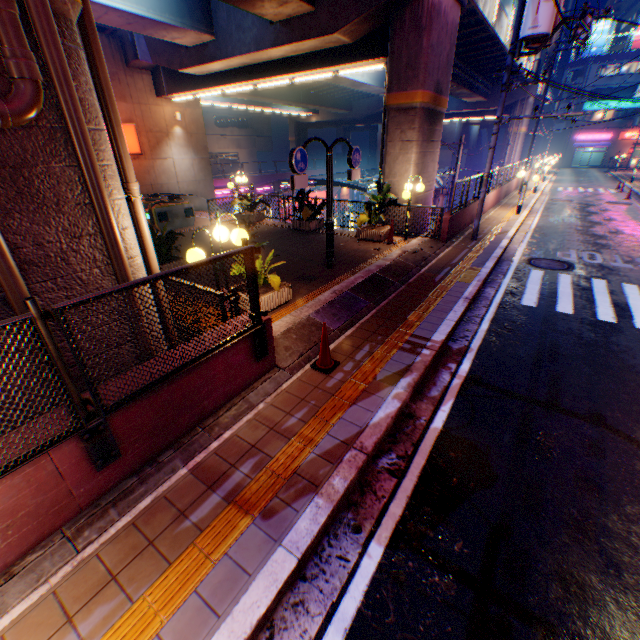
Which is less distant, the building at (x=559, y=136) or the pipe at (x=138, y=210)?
the pipe at (x=138, y=210)

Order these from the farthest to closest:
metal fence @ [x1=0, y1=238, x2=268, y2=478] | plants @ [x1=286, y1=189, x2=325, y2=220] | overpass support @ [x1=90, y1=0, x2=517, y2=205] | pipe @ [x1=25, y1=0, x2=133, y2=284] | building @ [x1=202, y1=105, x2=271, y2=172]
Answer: building @ [x1=202, y1=105, x2=271, y2=172], plants @ [x1=286, y1=189, x2=325, y2=220], overpass support @ [x1=90, y1=0, x2=517, y2=205], pipe @ [x1=25, y1=0, x2=133, y2=284], metal fence @ [x1=0, y1=238, x2=268, y2=478]

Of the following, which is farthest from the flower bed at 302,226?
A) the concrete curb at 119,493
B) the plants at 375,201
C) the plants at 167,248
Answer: the plants at 167,248

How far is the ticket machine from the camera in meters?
14.0 m

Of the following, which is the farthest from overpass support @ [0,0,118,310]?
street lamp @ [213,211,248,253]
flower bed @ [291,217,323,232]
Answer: flower bed @ [291,217,323,232]

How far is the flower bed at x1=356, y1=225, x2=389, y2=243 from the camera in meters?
12.0

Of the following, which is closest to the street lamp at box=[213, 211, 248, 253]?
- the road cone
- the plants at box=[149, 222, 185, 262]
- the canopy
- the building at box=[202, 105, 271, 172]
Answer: the road cone

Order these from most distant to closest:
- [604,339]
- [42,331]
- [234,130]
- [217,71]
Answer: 1. [234,130]
2. [217,71]
3. [604,339]
4. [42,331]
